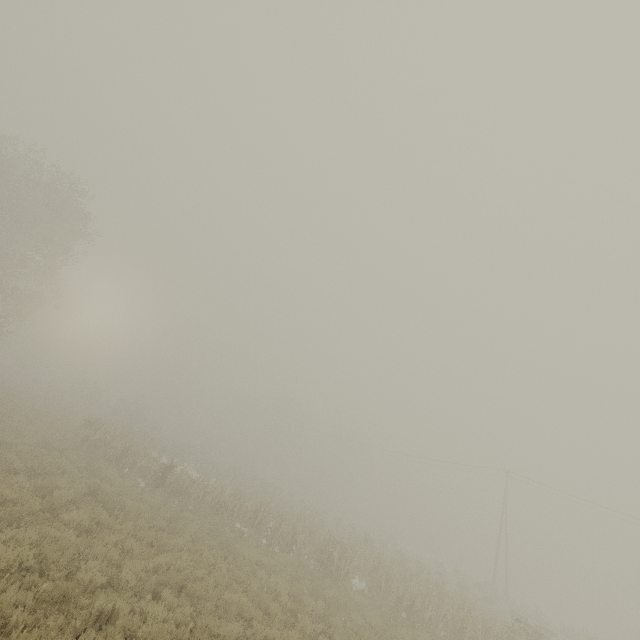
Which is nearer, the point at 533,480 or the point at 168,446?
the point at 533,480

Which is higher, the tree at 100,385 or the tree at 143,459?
the tree at 100,385

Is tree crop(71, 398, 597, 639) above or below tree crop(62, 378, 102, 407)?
below

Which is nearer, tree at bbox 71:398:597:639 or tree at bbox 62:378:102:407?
tree at bbox 71:398:597:639

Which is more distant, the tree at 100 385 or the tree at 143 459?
the tree at 100 385

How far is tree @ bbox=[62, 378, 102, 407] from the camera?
48.28m
